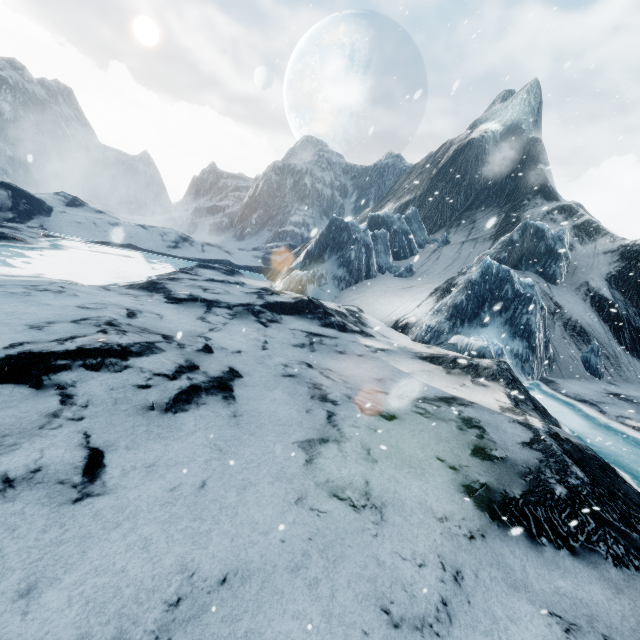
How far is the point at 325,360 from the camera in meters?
11.5 m
